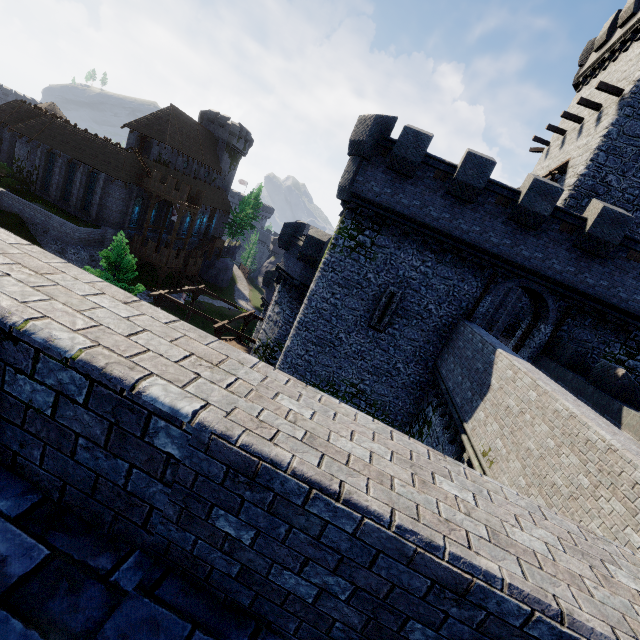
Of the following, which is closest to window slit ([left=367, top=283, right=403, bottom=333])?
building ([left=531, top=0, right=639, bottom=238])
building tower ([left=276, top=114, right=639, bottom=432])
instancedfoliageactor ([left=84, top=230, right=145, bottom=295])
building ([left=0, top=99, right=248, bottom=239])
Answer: building tower ([left=276, top=114, right=639, bottom=432])

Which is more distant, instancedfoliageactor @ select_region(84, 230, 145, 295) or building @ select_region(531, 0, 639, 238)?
instancedfoliageactor @ select_region(84, 230, 145, 295)

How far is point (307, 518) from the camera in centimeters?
164cm

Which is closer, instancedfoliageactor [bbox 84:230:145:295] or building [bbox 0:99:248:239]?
instancedfoliageactor [bbox 84:230:145:295]

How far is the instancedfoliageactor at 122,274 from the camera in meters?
23.2 m

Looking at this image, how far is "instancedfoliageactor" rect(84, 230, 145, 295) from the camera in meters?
23.2

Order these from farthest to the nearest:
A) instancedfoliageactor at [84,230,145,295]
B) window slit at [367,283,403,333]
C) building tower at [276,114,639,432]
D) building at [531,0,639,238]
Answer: instancedfoliageactor at [84,230,145,295] → building at [531,0,639,238] → window slit at [367,283,403,333] → building tower at [276,114,639,432]

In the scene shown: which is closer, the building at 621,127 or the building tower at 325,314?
the building tower at 325,314
